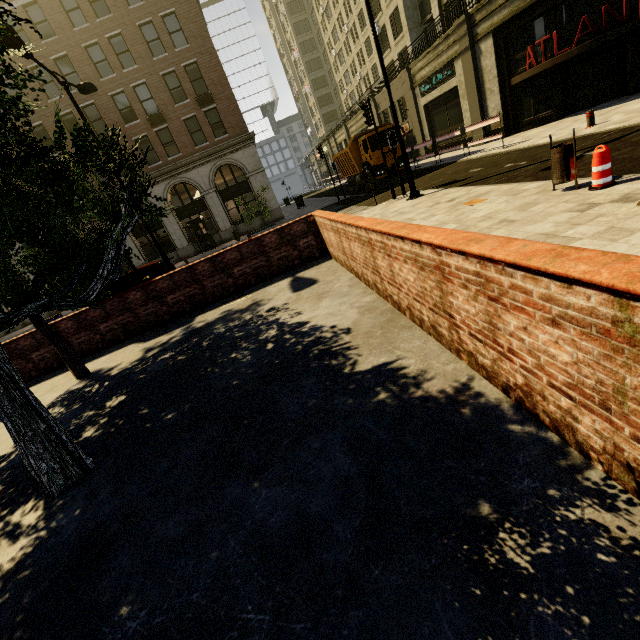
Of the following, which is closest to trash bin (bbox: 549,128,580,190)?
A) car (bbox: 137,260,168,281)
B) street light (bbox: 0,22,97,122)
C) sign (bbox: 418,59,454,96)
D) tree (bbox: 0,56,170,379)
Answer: tree (bbox: 0,56,170,379)

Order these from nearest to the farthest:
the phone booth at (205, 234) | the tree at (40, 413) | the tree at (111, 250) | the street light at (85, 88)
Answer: the tree at (111, 250) < the tree at (40, 413) < the street light at (85, 88) < the phone booth at (205, 234)

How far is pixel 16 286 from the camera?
3.46m

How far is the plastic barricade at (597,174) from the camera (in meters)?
5.61

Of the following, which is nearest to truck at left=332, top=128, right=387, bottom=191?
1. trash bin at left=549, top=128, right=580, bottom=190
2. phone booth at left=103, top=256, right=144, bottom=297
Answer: trash bin at left=549, top=128, right=580, bottom=190

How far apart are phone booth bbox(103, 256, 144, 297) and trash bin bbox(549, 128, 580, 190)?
10.5m

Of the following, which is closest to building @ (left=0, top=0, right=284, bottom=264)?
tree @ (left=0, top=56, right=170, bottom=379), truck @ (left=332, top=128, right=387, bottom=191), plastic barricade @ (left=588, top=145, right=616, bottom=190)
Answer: tree @ (left=0, top=56, right=170, bottom=379)

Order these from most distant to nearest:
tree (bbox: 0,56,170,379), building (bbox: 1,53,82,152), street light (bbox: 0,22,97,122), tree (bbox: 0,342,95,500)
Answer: building (bbox: 1,53,82,152) → street light (bbox: 0,22,97,122) → tree (bbox: 0,342,95,500) → tree (bbox: 0,56,170,379)
